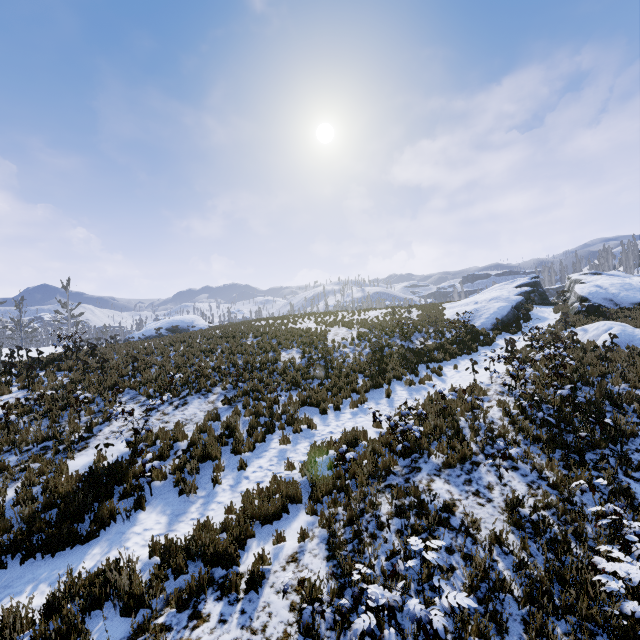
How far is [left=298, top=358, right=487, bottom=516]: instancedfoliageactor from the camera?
7.2m

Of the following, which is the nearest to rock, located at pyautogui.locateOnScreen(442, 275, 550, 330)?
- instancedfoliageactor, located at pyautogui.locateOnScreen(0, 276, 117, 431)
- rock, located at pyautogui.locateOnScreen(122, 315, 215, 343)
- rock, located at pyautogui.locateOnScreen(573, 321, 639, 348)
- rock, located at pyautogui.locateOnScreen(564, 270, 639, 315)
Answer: rock, located at pyautogui.locateOnScreen(564, 270, 639, 315)

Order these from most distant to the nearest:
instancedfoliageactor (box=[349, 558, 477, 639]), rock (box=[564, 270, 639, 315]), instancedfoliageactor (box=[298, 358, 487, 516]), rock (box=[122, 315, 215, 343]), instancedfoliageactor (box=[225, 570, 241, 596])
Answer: rock (box=[122, 315, 215, 343]) → rock (box=[564, 270, 639, 315]) → instancedfoliageactor (box=[298, 358, 487, 516]) → instancedfoliageactor (box=[225, 570, 241, 596]) → instancedfoliageactor (box=[349, 558, 477, 639])

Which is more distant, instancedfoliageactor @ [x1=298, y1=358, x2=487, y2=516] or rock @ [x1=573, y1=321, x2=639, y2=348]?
rock @ [x1=573, y1=321, x2=639, y2=348]

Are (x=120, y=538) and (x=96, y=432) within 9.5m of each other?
yes

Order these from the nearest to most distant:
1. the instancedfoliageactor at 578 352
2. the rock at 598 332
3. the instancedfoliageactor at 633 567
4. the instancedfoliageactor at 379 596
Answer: the instancedfoliageactor at 379 596 < the instancedfoliageactor at 633 567 < the instancedfoliageactor at 578 352 < the rock at 598 332

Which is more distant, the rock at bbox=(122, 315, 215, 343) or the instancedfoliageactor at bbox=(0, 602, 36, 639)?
the rock at bbox=(122, 315, 215, 343)

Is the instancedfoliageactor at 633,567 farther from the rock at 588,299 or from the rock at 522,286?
the rock at 522,286
